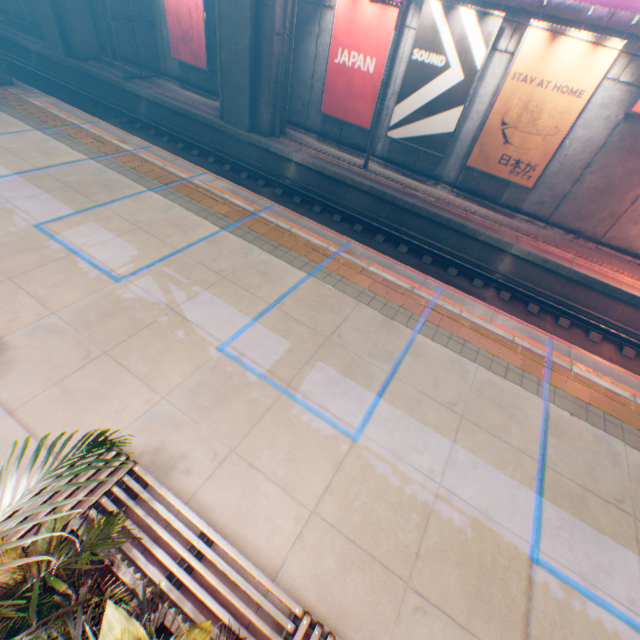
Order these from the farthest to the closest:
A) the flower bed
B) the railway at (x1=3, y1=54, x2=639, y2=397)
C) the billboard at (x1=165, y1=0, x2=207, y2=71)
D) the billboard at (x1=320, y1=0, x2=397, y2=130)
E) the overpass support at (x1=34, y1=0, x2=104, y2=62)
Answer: the overpass support at (x1=34, y1=0, x2=104, y2=62) < the billboard at (x1=165, y1=0, x2=207, y2=71) < the billboard at (x1=320, y1=0, x2=397, y2=130) < the railway at (x1=3, y1=54, x2=639, y2=397) < the flower bed

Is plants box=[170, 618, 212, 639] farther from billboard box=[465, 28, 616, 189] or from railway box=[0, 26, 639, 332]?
billboard box=[465, 28, 616, 189]

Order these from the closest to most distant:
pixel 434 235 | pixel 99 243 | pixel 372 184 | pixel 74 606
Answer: pixel 74 606 < pixel 99 243 < pixel 434 235 < pixel 372 184

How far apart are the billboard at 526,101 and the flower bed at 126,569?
15.3 meters

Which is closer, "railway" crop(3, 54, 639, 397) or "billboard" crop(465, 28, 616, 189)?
"railway" crop(3, 54, 639, 397)

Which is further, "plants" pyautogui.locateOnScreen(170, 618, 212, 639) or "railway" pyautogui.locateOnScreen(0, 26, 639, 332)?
"railway" pyautogui.locateOnScreen(0, 26, 639, 332)

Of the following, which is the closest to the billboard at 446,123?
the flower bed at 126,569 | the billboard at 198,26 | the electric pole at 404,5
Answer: the electric pole at 404,5

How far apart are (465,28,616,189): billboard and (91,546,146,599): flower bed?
15.3 meters
